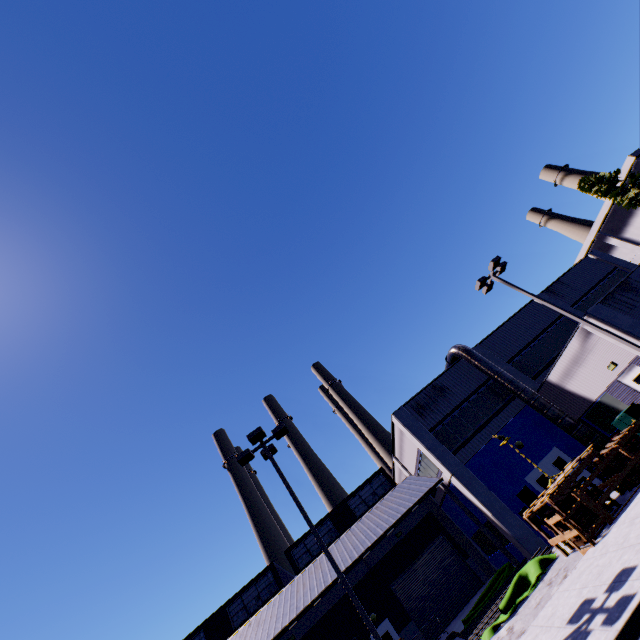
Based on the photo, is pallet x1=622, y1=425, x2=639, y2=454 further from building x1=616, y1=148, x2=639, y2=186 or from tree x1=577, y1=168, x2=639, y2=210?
tree x1=577, y1=168, x2=639, y2=210

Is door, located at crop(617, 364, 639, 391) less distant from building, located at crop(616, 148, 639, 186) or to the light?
building, located at crop(616, 148, 639, 186)

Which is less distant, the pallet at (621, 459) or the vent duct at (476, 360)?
the pallet at (621, 459)

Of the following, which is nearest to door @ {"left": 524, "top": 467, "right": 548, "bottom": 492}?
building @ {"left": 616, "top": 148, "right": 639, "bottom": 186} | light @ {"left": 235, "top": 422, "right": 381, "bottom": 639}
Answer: building @ {"left": 616, "top": 148, "right": 639, "bottom": 186}

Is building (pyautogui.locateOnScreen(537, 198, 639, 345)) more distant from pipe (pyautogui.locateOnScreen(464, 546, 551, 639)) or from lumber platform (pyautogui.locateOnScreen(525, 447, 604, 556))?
lumber platform (pyautogui.locateOnScreen(525, 447, 604, 556))

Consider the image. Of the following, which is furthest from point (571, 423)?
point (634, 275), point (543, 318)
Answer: point (543, 318)

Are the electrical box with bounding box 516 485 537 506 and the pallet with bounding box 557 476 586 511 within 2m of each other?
→ no

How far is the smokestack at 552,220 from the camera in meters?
52.4 m
